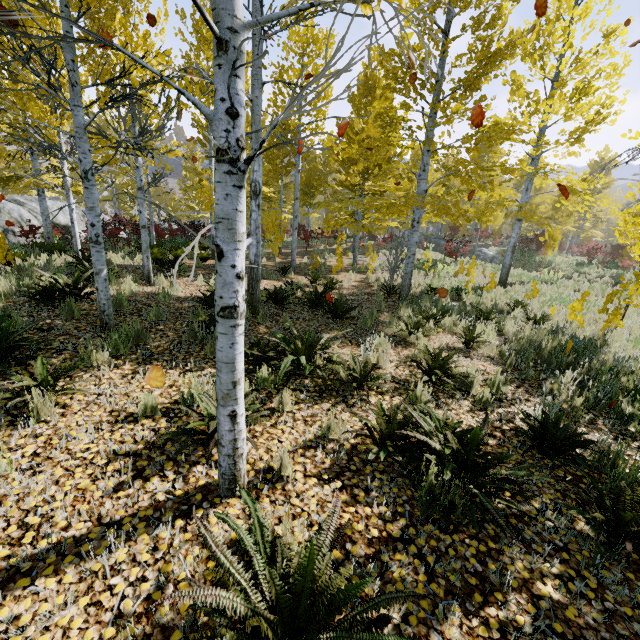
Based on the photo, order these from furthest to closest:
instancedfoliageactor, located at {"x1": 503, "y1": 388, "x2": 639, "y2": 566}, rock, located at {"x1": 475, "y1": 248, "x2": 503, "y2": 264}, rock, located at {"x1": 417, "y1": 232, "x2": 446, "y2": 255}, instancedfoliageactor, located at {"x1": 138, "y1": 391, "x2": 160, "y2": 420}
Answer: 1. rock, located at {"x1": 417, "y1": 232, "x2": 446, "y2": 255}
2. rock, located at {"x1": 475, "y1": 248, "x2": 503, "y2": 264}
3. instancedfoliageactor, located at {"x1": 138, "y1": 391, "x2": 160, "y2": 420}
4. instancedfoliageactor, located at {"x1": 503, "y1": 388, "x2": 639, "y2": 566}

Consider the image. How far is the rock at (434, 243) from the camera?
27.7 meters

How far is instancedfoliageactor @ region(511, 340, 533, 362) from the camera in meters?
5.9 m

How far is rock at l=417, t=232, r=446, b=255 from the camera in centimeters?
2771cm

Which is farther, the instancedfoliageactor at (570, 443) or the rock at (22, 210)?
the rock at (22, 210)

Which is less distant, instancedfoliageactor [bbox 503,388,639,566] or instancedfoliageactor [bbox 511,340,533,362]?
instancedfoliageactor [bbox 503,388,639,566]

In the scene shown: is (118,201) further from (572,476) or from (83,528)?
(572,476)

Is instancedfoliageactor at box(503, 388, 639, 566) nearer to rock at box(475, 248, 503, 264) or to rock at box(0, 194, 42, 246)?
rock at box(0, 194, 42, 246)
